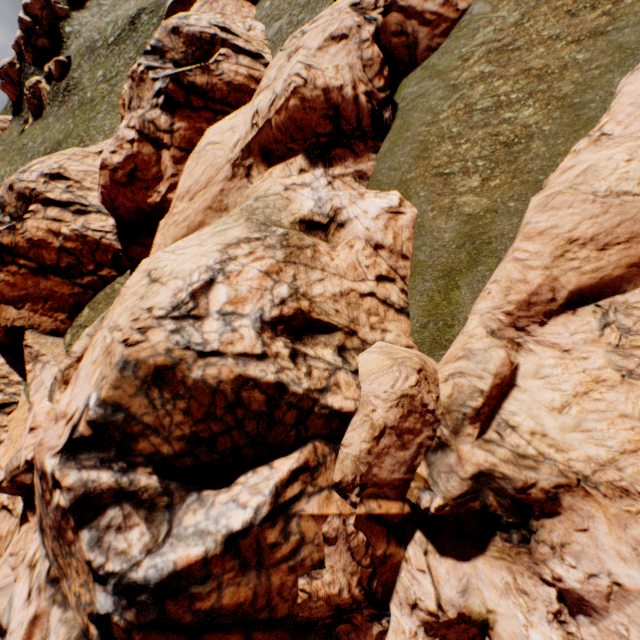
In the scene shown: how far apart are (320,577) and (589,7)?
20.1m

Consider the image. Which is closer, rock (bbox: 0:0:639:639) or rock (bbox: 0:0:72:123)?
rock (bbox: 0:0:639:639)

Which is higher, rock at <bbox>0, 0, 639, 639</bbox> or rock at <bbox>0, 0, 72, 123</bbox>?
rock at <bbox>0, 0, 72, 123</bbox>

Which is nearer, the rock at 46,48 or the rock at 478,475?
the rock at 478,475

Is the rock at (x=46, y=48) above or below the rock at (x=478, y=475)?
above
